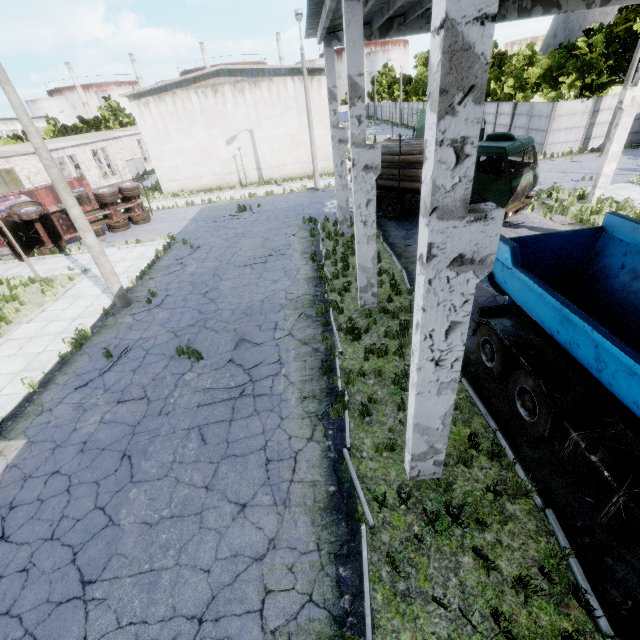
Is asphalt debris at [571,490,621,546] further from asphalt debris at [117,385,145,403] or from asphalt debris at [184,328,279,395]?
asphalt debris at [117,385,145,403]

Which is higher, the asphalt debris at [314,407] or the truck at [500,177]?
the truck at [500,177]

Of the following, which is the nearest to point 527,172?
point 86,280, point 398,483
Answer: point 398,483

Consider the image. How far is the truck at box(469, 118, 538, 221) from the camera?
12.6 meters

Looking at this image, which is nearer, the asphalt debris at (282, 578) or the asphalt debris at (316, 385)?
the asphalt debris at (282, 578)

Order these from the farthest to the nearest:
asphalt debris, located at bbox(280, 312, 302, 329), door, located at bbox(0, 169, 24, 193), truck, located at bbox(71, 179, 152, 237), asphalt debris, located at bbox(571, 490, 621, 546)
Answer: door, located at bbox(0, 169, 24, 193) < truck, located at bbox(71, 179, 152, 237) < asphalt debris, located at bbox(280, 312, 302, 329) < asphalt debris, located at bbox(571, 490, 621, 546)

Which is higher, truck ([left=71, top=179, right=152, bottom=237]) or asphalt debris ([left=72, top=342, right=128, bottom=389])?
truck ([left=71, top=179, right=152, bottom=237])
